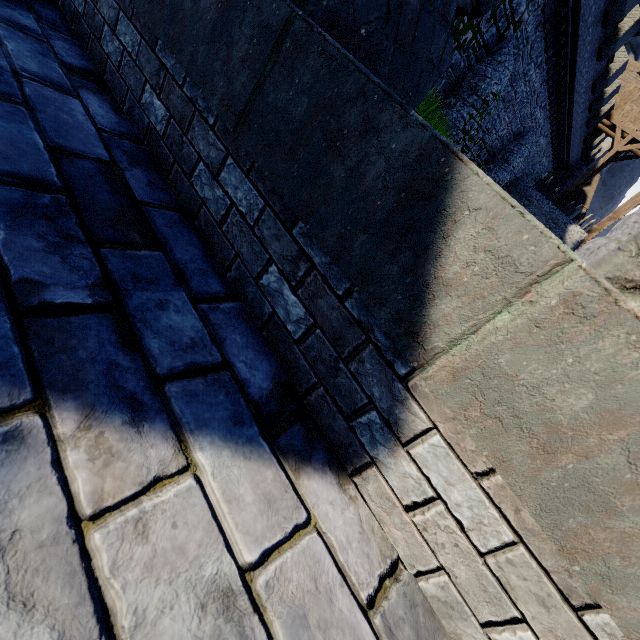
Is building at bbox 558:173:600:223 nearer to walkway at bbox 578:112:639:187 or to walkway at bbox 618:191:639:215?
walkway at bbox 578:112:639:187

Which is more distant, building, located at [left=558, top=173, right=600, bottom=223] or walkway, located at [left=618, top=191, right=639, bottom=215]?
building, located at [left=558, top=173, right=600, bottom=223]

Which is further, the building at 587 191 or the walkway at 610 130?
the building at 587 191

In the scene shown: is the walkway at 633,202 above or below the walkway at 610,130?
below

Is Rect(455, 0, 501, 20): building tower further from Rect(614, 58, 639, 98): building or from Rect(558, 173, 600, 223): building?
Rect(614, 58, 639, 98): building

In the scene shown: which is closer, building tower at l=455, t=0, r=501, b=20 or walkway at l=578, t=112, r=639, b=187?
building tower at l=455, t=0, r=501, b=20

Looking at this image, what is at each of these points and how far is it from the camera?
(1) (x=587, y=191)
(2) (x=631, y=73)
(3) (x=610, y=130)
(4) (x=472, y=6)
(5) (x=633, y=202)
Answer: (1) building, 34.8m
(2) building, 33.1m
(3) walkway, 26.7m
(4) building tower, 7.6m
(5) walkway, 25.1m

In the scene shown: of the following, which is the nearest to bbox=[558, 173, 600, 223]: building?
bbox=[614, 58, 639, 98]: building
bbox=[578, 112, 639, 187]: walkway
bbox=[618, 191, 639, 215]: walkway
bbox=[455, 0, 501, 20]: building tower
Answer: bbox=[578, 112, 639, 187]: walkway
